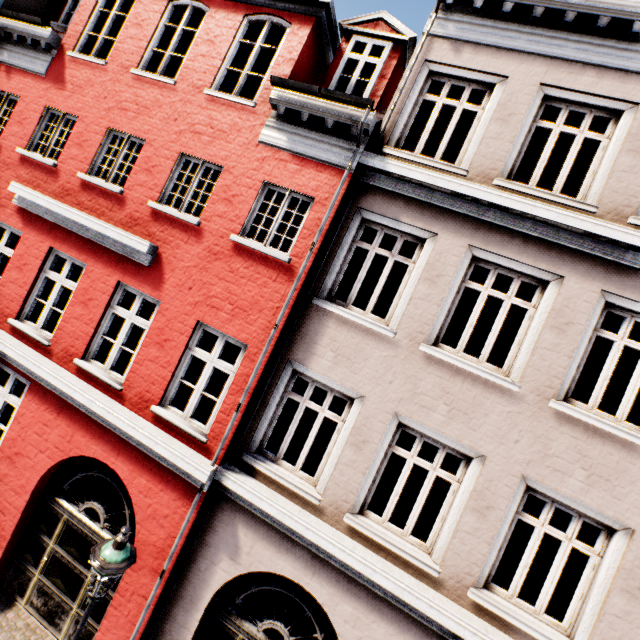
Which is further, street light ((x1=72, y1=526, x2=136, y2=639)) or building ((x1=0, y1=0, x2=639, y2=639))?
building ((x1=0, y1=0, x2=639, y2=639))

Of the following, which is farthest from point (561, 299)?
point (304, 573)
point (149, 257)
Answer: point (149, 257)

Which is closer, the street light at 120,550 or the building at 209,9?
the street light at 120,550
